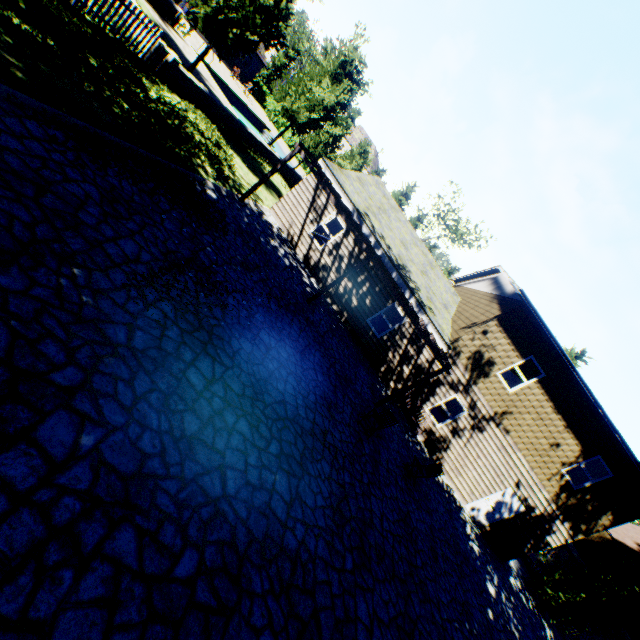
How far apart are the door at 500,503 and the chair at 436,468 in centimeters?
615cm

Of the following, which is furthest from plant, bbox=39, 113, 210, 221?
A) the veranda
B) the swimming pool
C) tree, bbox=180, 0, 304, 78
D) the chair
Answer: the veranda

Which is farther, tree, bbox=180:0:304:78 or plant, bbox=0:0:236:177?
tree, bbox=180:0:304:78

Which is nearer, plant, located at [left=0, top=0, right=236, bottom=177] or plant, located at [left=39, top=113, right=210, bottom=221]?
plant, located at [left=39, top=113, right=210, bottom=221]

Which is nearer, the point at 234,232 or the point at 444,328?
the point at 234,232

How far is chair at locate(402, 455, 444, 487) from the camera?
10.72m

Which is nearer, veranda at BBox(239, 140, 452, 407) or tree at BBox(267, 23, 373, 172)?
veranda at BBox(239, 140, 452, 407)

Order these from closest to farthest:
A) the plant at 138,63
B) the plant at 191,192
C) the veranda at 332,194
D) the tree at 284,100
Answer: the plant at 191,192
the plant at 138,63
the veranda at 332,194
the tree at 284,100
